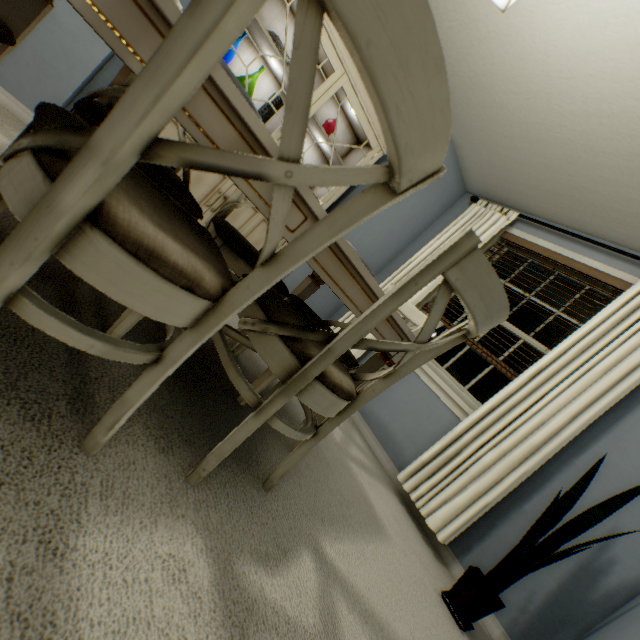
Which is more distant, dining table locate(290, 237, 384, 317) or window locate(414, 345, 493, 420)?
window locate(414, 345, 493, 420)

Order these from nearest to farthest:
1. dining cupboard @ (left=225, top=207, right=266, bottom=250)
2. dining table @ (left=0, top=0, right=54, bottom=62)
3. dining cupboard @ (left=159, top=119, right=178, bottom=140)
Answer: dining table @ (left=0, top=0, right=54, bottom=62) < dining cupboard @ (left=159, top=119, right=178, bottom=140) < dining cupboard @ (left=225, top=207, right=266, bottom=250)

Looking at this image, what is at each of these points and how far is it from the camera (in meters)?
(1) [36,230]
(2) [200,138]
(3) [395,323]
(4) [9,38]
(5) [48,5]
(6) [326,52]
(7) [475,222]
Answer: (1) chair, 0.45
(2) dining table, 0.67
(3) dining table, 1.29
(4) chair, 0.84
(5) dining table, 0.98
(6) dining cupboard, 2.30
(7) blinds, 3.09

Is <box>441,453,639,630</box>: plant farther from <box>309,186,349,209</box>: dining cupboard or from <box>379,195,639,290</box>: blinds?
<box>309,186,349,209</box>: dining cupboard

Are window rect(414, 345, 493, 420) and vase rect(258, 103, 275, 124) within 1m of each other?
no

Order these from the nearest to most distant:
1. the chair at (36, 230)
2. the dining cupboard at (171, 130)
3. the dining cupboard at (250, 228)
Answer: the chair at (36, 230) → the dining cupboard at (171, 130) → the dining cupboard at (250, 228)

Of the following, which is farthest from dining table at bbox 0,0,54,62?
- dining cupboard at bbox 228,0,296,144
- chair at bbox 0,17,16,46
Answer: dining cupboard at bbox 228,0,296,144

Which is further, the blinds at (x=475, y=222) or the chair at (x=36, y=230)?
Result: the blinds at (x=475, y=222)
